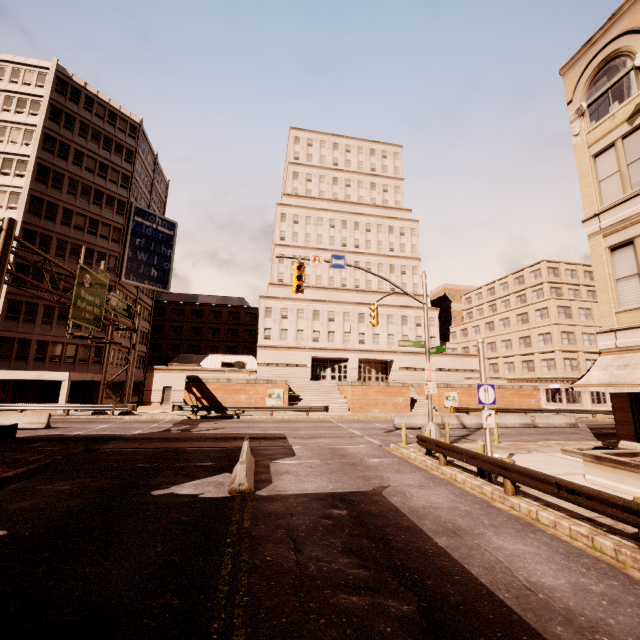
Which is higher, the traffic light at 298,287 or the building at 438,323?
the building at 438,323

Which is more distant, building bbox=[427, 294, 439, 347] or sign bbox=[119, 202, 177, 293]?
building bbox=[427, 294, 439, 347]

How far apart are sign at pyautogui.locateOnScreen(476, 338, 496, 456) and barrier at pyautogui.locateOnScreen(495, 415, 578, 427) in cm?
2069

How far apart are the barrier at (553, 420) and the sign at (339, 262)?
22.5 meters

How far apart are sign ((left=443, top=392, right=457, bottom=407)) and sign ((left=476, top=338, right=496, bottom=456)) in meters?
28.3 m

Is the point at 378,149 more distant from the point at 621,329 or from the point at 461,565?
the point at 461,565

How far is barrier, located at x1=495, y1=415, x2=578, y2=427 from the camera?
26.5 meters

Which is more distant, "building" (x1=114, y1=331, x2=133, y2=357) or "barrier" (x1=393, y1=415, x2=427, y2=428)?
"building" (x1=114, y1=331, x2=133, y2=357)
